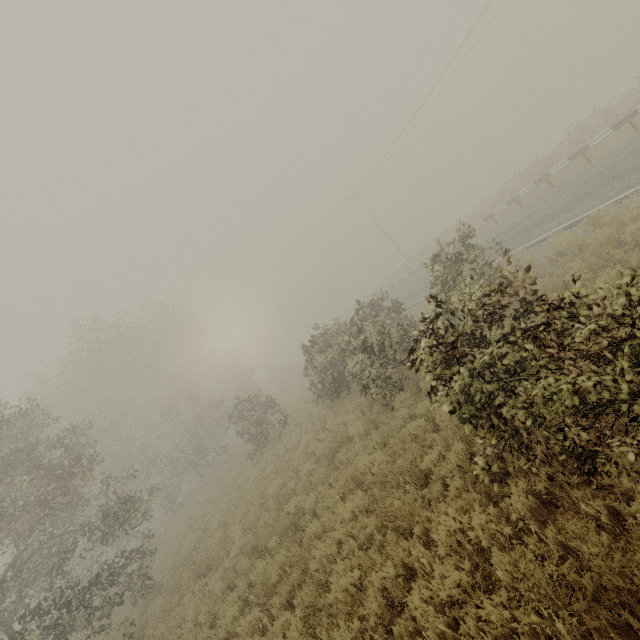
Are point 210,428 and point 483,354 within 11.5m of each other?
no
